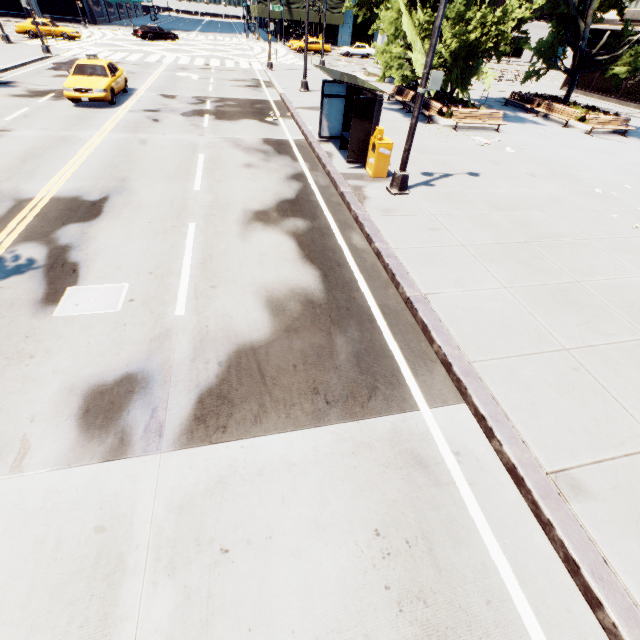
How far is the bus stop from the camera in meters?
9.9

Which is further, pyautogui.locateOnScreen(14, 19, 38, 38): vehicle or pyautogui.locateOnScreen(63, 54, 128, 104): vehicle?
pyautogui.locateOnScreen(14, 19, 38, 38): vehicle

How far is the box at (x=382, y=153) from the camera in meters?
10.1

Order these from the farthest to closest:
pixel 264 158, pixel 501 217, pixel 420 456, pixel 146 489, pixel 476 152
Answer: pixel 476 152
pixel 264 158
pixel 501 217
pixel 420 456
pixel 146 489

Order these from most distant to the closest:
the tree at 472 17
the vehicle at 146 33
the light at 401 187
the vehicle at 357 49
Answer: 1. the vehicle at 357 49
2. the vehicle at 146 33
3. the tree at 472 17
4. the light at 401 187

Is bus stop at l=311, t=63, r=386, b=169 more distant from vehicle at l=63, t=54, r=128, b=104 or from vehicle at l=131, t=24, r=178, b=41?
vehicle at l=131, t=24, r=178, b=41

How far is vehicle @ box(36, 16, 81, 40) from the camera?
31.0 meters

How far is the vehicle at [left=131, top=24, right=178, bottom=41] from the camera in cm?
3716
